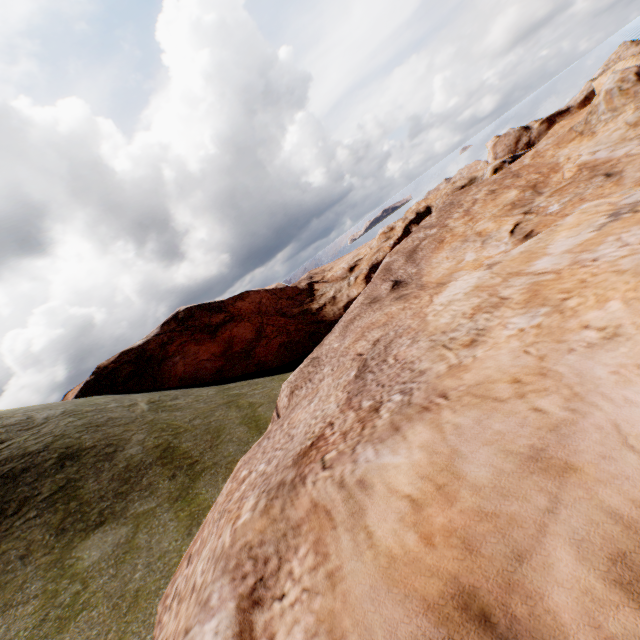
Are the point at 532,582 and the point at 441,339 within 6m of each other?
yes
